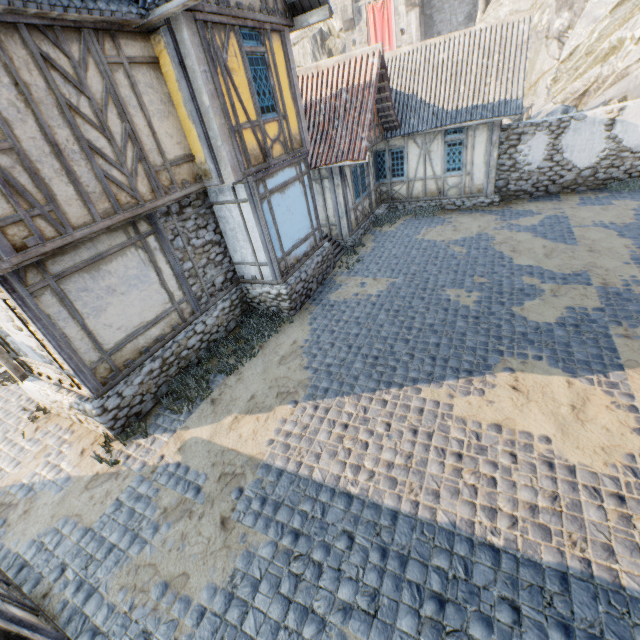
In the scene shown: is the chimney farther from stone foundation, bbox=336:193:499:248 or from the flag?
stone foundation, bbox=336:193:499:248

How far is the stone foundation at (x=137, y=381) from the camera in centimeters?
681cm

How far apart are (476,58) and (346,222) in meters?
8.3

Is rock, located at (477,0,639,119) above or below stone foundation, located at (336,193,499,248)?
above

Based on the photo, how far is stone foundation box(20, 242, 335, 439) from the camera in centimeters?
681cm

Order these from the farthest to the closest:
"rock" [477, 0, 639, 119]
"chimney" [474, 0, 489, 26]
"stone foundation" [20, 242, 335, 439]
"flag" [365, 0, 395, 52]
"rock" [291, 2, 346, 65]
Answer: "rock" [291, 2, 346, 65] → "flag" [365, 0, 395, 52] → "chimney" [474, 0, 489, 26] → "rock" [477, 0, 639, 119] → "stone foundation" [20, 242, 335, 439]

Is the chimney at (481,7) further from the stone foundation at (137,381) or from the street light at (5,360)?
the street light at (5,360)

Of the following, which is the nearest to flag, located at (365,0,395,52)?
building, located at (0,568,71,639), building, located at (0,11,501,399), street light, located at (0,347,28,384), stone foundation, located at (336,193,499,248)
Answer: building, located at (0,11,501,399)
